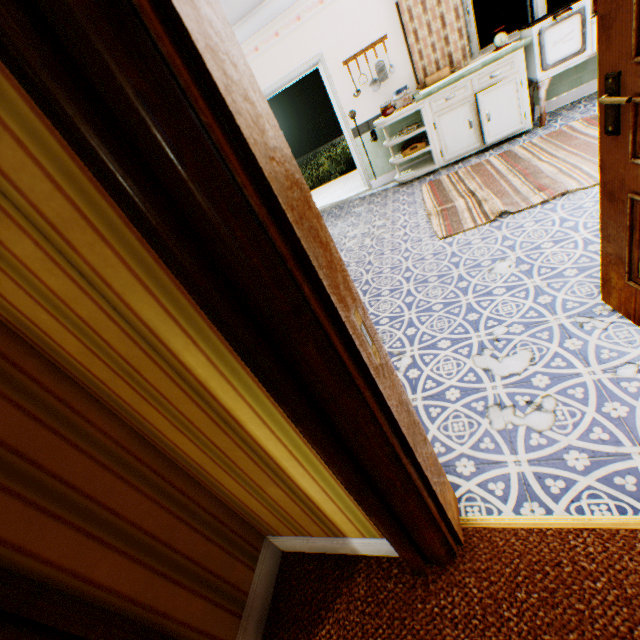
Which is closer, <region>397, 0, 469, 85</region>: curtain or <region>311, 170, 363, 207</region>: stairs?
<region>397, 0, 469, 85</region>: curtain

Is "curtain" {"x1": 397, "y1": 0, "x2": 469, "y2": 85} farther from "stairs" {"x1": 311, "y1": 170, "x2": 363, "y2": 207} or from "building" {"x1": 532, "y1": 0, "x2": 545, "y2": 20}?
"stairs" {"x1": 311, "y1": 170, "x2": 363, "y2": 207}

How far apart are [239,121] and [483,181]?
4.4 meters

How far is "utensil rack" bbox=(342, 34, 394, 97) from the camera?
4.94m

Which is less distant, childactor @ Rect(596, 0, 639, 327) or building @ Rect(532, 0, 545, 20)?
childactor @ Rect(596, 0, 639, 327)

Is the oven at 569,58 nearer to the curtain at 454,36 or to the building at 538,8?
the building at 538,8

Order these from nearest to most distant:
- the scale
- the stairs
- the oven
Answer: the oven
the scale
the stairs

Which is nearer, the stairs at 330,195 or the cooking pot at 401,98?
the cooking pot at 401,98
